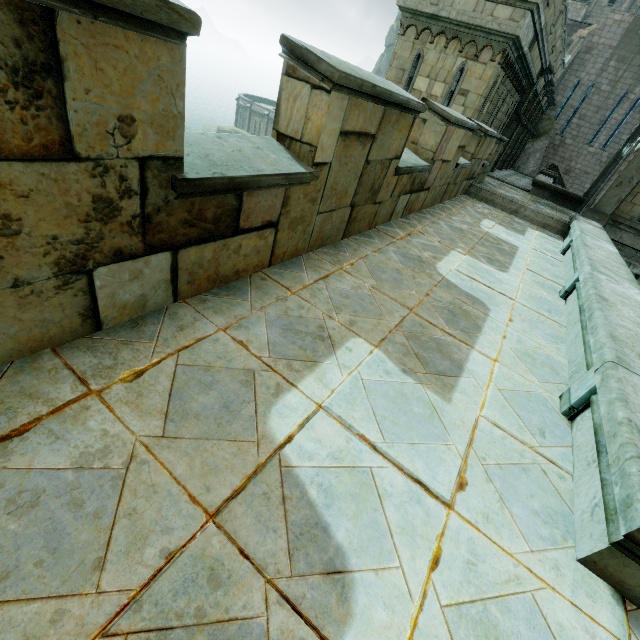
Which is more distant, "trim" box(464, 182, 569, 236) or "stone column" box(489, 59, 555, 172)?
"stone column" box(489, 59, 555, 172)

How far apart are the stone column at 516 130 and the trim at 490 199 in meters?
11.8

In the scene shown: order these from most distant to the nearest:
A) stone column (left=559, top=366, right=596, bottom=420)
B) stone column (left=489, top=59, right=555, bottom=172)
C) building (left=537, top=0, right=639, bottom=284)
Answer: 1. stone column (left=489, top=59, right=555, bottom=172)
2. building (left=537, top=0, right=639, bottom=284)
3. stone column (left=559, top=366, right=596, bottom=420)

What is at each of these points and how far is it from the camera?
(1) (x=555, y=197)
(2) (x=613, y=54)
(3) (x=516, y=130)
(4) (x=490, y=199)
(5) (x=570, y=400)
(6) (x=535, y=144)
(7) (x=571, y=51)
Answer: (1) wall trim, 13.4m
(2) building, 22.7m
(3) stone column, 16.0m
(4) trim, 10.1m
(5) stone column, 2.8m
(6) rock, 24.9m
(7) stair, 22.8m

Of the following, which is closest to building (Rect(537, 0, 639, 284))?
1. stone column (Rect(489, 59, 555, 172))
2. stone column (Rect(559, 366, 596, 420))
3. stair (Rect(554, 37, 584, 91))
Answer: stair (Rect(554, 37, 584, 91))

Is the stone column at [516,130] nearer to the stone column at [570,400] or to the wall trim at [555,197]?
the wall trim at [555,197]

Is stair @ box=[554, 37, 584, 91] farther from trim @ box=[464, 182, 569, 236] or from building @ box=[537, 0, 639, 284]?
trim @ box=[464, 182, 569, 236]

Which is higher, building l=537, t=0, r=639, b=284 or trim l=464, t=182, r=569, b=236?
building l=537, t=0, r=639, b=284
